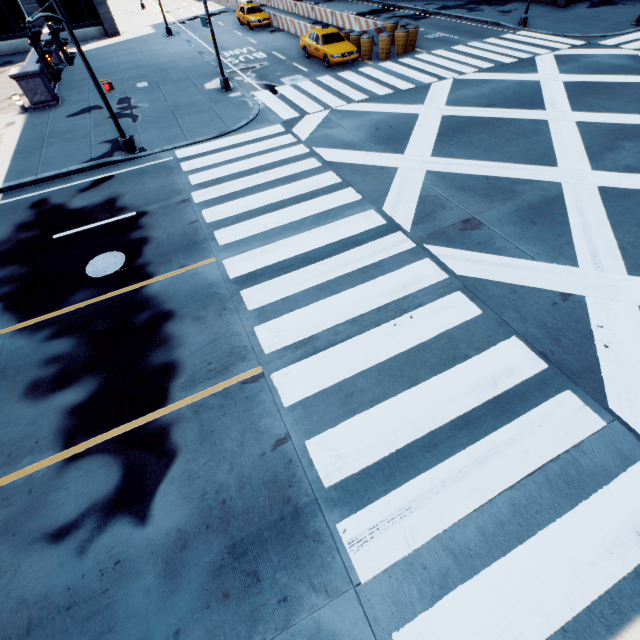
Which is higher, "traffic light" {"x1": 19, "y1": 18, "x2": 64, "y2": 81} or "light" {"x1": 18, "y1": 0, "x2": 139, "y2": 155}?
"traffic light" {"x1": 19, "y1": 18, "x2": 64, "y2": 81}

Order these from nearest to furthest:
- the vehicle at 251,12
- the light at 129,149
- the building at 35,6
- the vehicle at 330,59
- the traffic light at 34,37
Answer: the traffic light at 34,37 → the light at 129,149 → the vehicle at 330,59 → the building at 35,6 → the vehicle at 251,12

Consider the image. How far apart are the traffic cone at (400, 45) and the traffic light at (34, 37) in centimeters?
2014cm

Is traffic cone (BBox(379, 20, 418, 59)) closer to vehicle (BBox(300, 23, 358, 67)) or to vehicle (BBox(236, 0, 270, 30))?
vehicle (BBox(300, 23, 358, 67))

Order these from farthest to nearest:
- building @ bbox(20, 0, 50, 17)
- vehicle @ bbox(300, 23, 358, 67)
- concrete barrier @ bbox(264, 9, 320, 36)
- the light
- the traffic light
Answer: building @ bbox(20, 0, 50, 17), concrete barrier @ bbox(264, 9, 320, 36), vehicle @ bbox(300, 23, 358, 67), the light, the traffic light

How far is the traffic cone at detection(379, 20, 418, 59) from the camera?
19.2 meters

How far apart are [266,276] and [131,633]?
6.6 meters

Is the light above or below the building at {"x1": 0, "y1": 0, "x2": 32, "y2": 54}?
below
